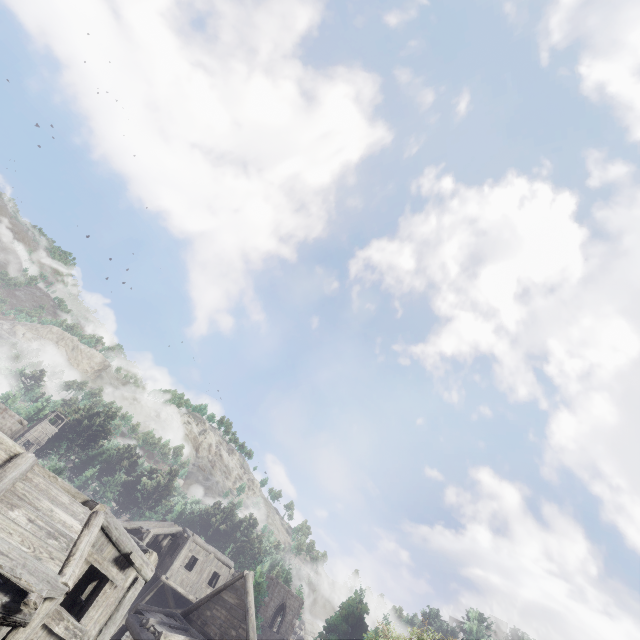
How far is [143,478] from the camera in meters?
59.5
